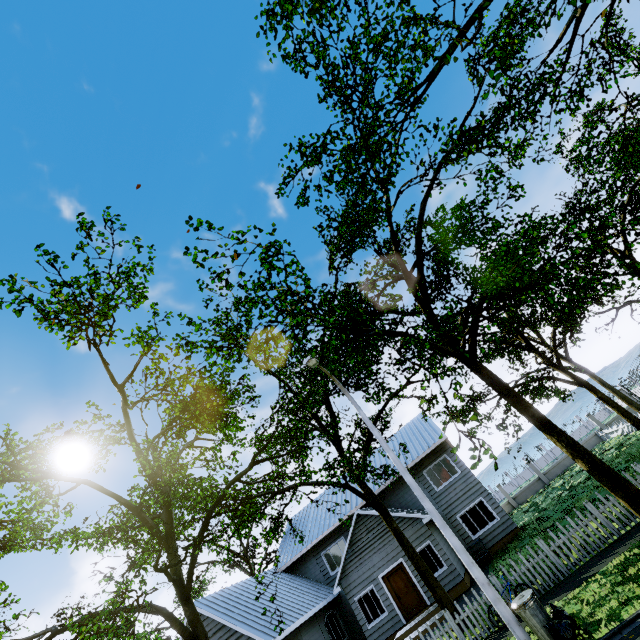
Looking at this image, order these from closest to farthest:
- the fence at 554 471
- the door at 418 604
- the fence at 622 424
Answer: the door at 418 604
the fence at 622 424
the fence at 554 471

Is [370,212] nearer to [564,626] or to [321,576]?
[564,626]

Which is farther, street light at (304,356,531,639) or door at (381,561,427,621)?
door at (381,561,427,621)

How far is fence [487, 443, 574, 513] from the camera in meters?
27.6 m

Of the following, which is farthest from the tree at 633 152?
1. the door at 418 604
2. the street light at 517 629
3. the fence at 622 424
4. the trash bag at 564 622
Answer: the door at 418 604

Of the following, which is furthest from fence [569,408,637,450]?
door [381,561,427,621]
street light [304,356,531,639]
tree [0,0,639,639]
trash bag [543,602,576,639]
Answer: door [381,561,427,621]

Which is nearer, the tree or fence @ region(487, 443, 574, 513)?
the tree

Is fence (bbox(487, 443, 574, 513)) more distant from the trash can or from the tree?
the trash can
